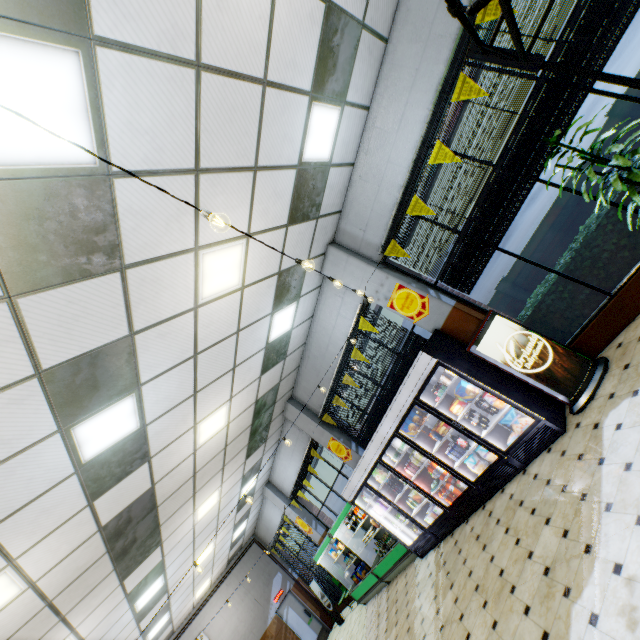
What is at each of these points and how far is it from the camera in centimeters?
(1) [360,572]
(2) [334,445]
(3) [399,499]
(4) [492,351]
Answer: (1) boxed frozen food, 978cm
(2) sign, 916cm
(3) wall refrigerator, 751cm
(4) sign, 504cm

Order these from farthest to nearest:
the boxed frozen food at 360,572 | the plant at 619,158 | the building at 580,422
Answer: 1. the boxed frozen food at 360,572
2. the plant at 619,158
3. the building at 580,422

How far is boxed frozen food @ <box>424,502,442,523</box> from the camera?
6.8m

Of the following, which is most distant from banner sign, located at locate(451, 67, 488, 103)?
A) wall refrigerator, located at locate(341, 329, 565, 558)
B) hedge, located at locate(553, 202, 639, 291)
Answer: wall refrigerator, located at locate(341, 329, 565, 558)

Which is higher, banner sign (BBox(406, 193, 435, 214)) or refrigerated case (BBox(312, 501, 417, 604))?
banner sign (BBox(406, 193, 435, 214))

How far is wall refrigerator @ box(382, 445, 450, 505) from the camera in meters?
6.5

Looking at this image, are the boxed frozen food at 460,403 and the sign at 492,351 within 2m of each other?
yes

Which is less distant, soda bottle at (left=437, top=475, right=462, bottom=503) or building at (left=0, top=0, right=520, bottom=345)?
building at (left=0, top=0, right=520, bottom=345)
